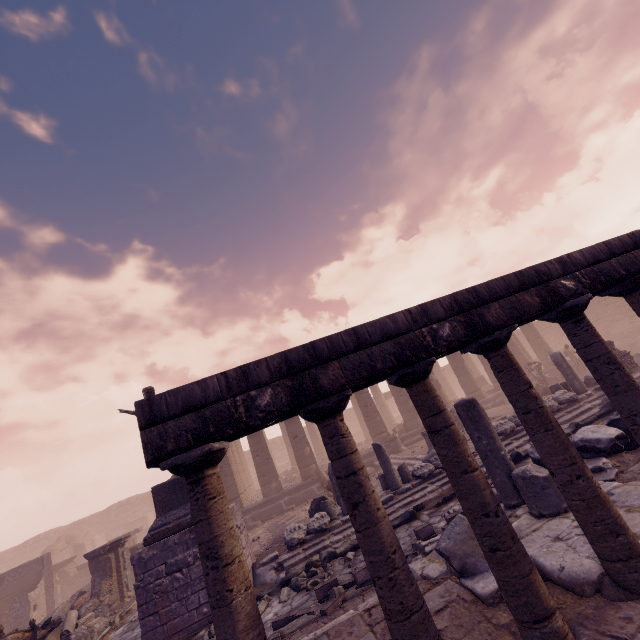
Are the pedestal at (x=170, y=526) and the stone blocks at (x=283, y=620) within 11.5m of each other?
yes

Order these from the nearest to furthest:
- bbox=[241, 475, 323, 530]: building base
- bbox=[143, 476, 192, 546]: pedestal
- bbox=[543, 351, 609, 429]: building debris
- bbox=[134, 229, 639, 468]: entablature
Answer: bbox=[134, 229, 639, 468]: entablature < bbox=[143, 476, 192, 546]: pedestal < bbox=[543, 351, 609, 429]: building debris < bbox=[241, 475, 323, 530]: building base

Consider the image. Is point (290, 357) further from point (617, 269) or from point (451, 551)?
point (617, 269)

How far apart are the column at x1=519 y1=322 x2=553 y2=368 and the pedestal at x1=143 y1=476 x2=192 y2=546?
22.3m

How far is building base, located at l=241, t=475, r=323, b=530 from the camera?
15.9 meters

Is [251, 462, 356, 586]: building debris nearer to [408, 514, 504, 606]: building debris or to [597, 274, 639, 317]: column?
[408, 514, 504, 606]: building debris

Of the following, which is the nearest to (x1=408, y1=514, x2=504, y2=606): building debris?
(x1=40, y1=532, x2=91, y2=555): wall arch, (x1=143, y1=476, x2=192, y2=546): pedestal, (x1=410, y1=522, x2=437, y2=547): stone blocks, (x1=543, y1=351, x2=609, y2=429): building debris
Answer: (x1=410, y1=522, x2=437, y2=547): stone blocks

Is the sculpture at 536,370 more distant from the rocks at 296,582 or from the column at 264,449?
the rocks at 296,582
